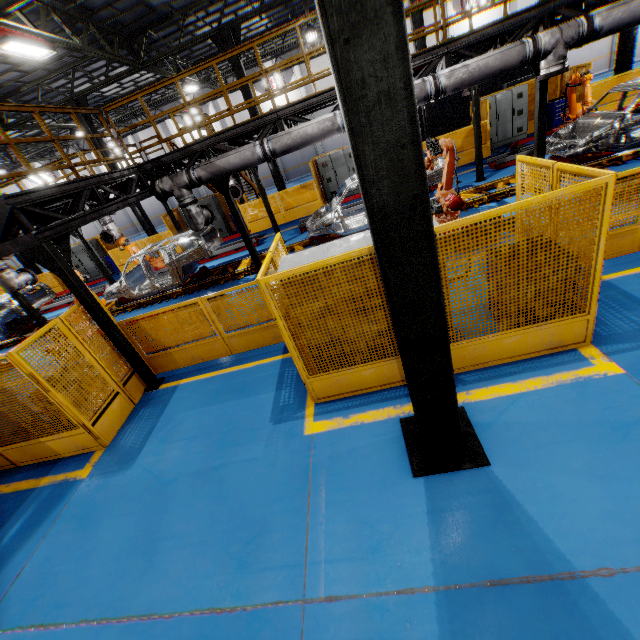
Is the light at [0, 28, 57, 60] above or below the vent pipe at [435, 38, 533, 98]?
above

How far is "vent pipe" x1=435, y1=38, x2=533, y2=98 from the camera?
6.6 meters

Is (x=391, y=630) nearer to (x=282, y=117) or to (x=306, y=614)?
(x=306, y=614)

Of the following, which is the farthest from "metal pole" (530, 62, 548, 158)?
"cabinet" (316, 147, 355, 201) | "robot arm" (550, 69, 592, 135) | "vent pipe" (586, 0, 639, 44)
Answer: "cabinet" (316, 147, 355, 201)

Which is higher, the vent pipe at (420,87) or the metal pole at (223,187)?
the vent pipe at (420,87)

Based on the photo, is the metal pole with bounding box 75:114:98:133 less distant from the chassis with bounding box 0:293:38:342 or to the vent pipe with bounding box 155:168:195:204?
the chassis with bounding box 0:293:38:342

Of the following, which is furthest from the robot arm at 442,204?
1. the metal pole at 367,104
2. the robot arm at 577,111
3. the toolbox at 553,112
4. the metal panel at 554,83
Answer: the toolbox at 553,112

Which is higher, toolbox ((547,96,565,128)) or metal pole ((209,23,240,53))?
metal pole ((209,23,240,53))
